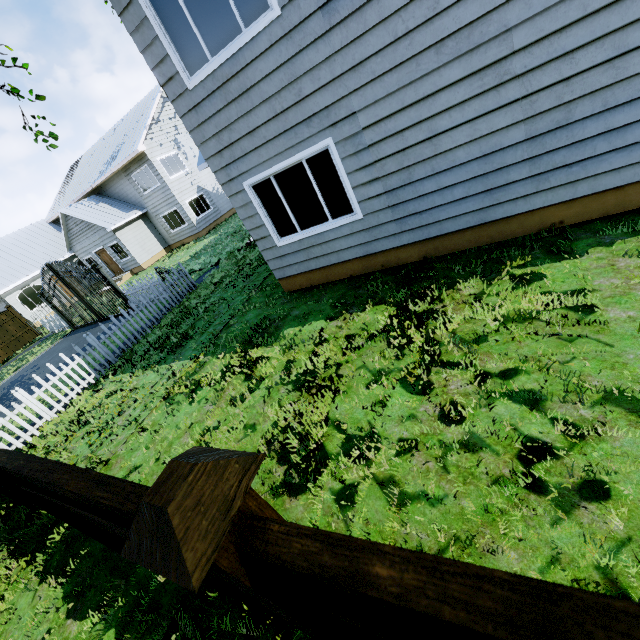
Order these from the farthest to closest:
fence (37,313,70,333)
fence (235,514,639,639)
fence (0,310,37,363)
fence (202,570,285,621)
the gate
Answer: fence (0,310,37,363), fence (37,313,70,333), the gate, fence (202,570,285,621), fence (235,514,639,639)

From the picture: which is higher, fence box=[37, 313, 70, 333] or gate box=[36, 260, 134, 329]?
gate box=[36, 260, 134, 329]

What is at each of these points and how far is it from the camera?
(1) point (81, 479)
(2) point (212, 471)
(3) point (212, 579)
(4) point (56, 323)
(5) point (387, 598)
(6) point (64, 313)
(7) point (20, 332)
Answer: (1) fence, 1.4 meters
(2) fence post, 0.9 meters
(3) fence, 2.3 meters
(4) fence, 18.6 meters
(5) fence, 0.6 meters
(6) gate, 17.5 meters
(7) fence, 20.0 meters

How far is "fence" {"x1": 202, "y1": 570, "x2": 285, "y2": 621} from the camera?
2.0 meters

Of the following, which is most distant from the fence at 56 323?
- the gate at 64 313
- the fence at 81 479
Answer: the fence at 81 479

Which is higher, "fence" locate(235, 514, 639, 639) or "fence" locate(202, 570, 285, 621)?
"fence" locate(235, 514, 639, 639)

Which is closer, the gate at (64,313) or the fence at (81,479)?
the fence at (81,479)

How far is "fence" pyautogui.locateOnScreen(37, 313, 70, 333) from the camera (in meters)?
18.19
